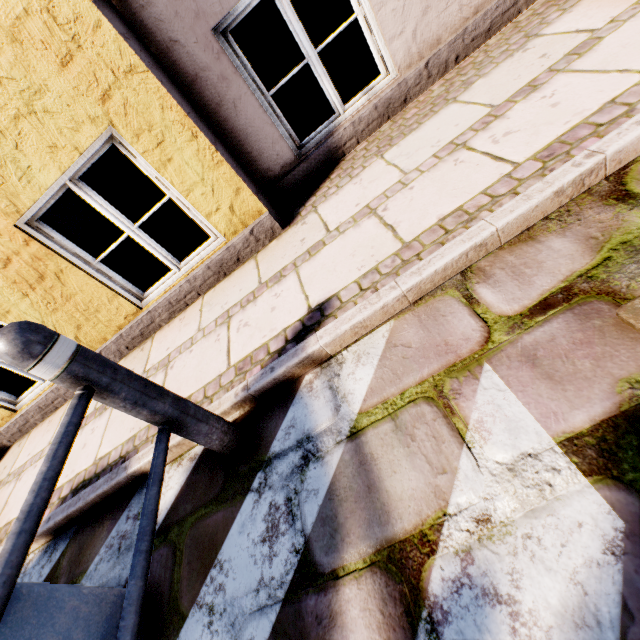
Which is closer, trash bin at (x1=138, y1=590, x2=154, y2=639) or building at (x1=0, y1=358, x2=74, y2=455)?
trash bin at (x1=138, y1=590, x2=154, y2=639)

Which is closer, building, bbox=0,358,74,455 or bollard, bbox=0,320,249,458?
bollard, bbox=0,320,249,458

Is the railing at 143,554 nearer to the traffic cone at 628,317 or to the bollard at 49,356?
the bollard at 49,356

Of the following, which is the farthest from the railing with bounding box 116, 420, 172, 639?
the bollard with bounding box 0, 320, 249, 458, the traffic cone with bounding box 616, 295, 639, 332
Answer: the traffic cone with bounding box 616, 295, 639, 332

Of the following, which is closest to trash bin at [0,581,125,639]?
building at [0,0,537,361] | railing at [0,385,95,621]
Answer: railing at [0,385,95,621]

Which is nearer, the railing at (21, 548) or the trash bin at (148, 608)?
the railing at (21, 548)

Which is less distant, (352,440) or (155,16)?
(352,440)

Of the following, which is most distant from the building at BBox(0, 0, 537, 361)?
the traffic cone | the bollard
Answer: the traffic cone
